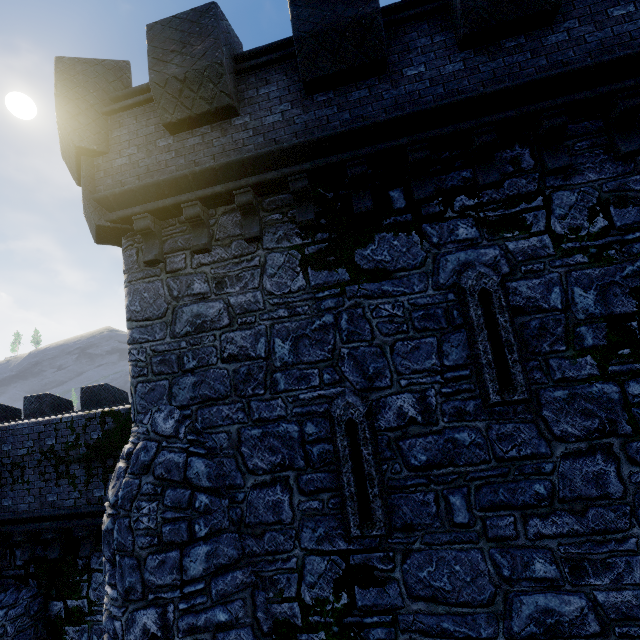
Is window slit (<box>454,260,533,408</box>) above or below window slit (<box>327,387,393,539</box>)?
above

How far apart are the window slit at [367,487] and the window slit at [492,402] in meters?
1.5 m

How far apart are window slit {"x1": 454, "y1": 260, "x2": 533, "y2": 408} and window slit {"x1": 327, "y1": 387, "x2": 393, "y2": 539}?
1.5m

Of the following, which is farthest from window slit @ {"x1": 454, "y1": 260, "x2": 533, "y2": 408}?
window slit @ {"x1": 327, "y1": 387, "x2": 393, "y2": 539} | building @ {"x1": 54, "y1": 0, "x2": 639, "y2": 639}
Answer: window slit @ {"x1": 327, "y1": 387, "x2": 393, "y2": 539}

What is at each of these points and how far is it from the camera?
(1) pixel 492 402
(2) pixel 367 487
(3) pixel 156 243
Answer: (1) window slit, 4.68m
(2) window slit, 4.84m
(3) building, 6.03m

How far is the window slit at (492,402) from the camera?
4.7m

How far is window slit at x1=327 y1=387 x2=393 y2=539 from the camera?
4.78m

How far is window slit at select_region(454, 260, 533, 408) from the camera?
4.67m
